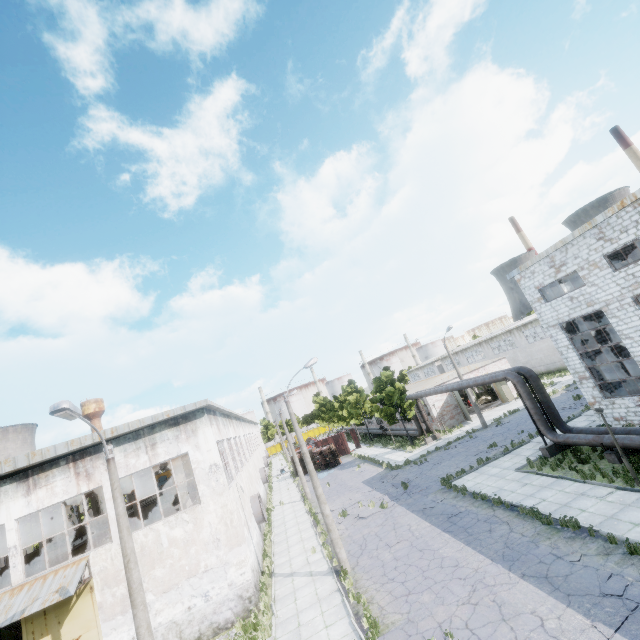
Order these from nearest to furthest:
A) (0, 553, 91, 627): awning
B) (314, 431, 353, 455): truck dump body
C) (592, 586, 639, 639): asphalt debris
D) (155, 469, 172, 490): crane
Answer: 1. (592, 586, 639, 639): asphalt debris
2. (0, 553, 91, 627): awning
3. (155, 469, 172, 490): crane
4. (314, 431, 353, 455): truck dump body

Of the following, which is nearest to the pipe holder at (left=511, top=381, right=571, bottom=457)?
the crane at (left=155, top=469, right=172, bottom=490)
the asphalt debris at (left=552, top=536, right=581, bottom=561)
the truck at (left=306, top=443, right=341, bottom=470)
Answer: the asphalt debris at (left=552, top=536, right=581, bottom=561)

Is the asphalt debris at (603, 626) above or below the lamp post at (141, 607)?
below

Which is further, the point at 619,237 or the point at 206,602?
the point at 619,237

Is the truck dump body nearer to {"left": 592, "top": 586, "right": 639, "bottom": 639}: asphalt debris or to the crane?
the crane

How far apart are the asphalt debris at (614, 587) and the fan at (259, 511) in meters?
19.3

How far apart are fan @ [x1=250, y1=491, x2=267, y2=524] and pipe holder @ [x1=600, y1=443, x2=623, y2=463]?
20.8m

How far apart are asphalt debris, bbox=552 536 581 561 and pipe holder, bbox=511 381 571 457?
8.5m
